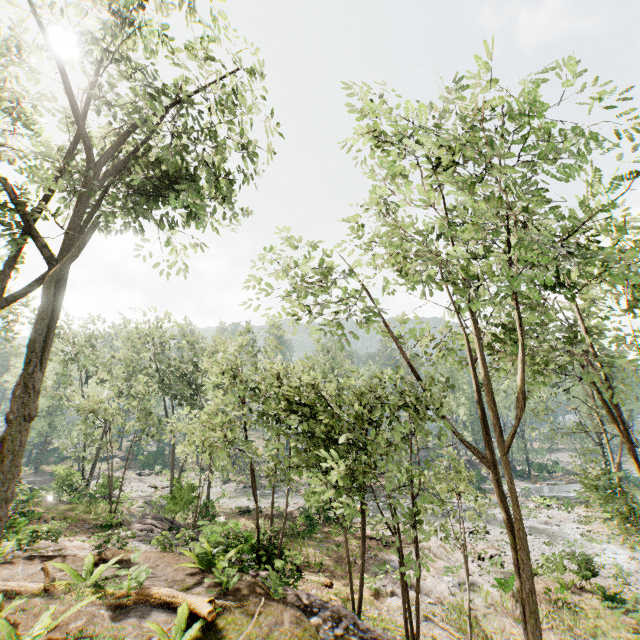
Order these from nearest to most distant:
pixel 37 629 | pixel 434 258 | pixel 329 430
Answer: pixel 37 629, pixel 329 430, pixel 434 258

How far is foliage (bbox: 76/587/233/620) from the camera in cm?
660

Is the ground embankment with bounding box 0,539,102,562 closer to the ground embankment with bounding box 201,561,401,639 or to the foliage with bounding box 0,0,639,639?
the foliage with bounding box 0,0,639,639

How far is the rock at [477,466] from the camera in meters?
45.3 m

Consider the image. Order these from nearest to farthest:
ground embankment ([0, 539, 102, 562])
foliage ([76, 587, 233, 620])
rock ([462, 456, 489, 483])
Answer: foliage ([76, 587, 233, 620])
ground embankment ([0, 539, 102, 562])
rock ([462, 456, 489, 483])

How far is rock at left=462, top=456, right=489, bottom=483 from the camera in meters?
45.3

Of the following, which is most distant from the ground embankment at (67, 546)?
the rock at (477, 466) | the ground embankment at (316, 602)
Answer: the rock at (477, 466)

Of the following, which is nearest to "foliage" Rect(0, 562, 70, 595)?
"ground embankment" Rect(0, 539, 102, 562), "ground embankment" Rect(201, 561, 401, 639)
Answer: "ground embankment" Rect(201, 561, 401, 639)
